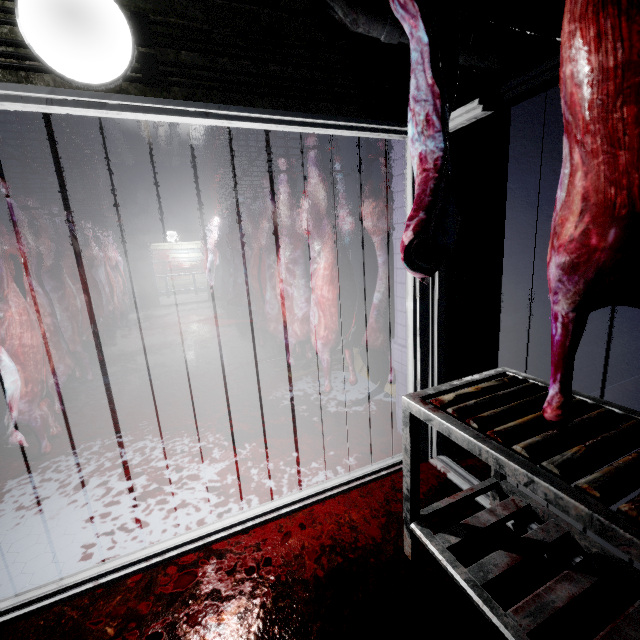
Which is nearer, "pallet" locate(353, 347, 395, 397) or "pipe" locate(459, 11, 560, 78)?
"pipe" locate(459, 11, 560, 78)

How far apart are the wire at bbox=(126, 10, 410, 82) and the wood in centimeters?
265cm

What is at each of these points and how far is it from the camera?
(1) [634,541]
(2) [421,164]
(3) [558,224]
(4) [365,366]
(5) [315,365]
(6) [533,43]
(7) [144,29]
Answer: (1) table, 0.65m
(2) meat, 1.24m
(3) meat, 0.80m
(4) pallet, 3.28m
(5) wood, 3.83m
(6) pipe, 1.63m
(7) wire, 1.15m

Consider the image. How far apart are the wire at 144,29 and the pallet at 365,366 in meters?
1.0 m

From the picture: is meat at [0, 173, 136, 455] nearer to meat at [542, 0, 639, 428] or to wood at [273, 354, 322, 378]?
wood at [273, 354, 322, 378]

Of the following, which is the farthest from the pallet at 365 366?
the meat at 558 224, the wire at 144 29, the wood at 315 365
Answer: the meat at 558 224

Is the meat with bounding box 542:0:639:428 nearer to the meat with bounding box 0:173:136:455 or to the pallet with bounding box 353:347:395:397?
the pallet with bounding box 353:347:395:397

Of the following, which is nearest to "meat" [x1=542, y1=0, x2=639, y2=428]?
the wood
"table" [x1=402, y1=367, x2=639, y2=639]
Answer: "table" [x1=402, y1=367, x2=639, y2=639]
